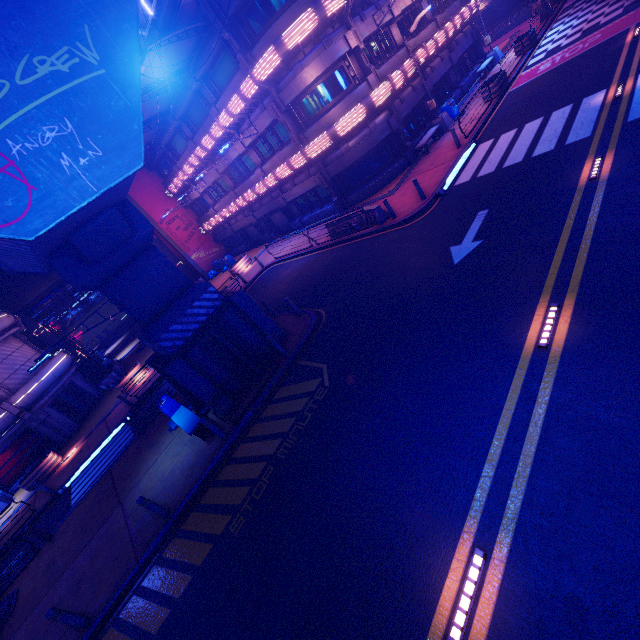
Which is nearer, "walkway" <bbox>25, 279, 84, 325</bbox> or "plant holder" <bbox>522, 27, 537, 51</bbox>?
"plant holder" <bbox>522, 27, 537, 51</bbox>

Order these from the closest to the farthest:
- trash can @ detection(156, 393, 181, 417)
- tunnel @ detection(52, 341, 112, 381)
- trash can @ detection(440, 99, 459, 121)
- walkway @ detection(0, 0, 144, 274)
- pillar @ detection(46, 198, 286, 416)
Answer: walkway @ detection(0, 0, 144, 274) < pillar @ detection(46, 198, 286, 416) < trash can @ detection(156, 393, 181, 417) < trash can @ detection(440, 99, 459, 121) < tunnel @ detection(52, 341, 112, 381)

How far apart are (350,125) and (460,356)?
15.9 meters

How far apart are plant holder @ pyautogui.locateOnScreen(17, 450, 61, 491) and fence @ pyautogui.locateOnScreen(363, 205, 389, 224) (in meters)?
23.98

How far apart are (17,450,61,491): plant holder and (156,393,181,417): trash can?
12.4 meters

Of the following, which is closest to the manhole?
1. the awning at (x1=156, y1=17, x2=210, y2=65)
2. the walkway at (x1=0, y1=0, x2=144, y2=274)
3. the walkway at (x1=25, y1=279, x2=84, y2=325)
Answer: the walkway at (x1=0, y1=0, x2=144, y2=274)

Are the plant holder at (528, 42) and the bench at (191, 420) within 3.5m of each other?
no

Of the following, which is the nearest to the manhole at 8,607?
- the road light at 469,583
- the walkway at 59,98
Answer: the walkway at 59,98
